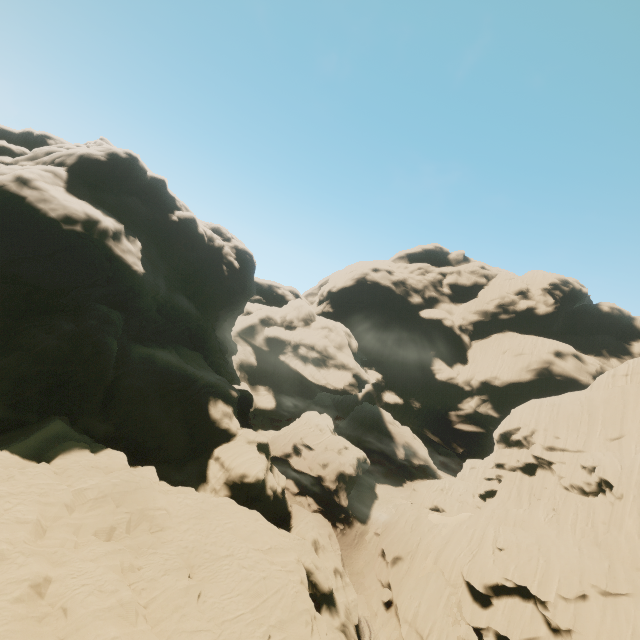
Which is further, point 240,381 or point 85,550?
point 240,381

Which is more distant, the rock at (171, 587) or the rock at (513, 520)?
the rock at (513, 520)

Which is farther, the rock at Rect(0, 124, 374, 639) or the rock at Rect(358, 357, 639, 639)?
the rock at Rect(358, 357, 639, 639)
